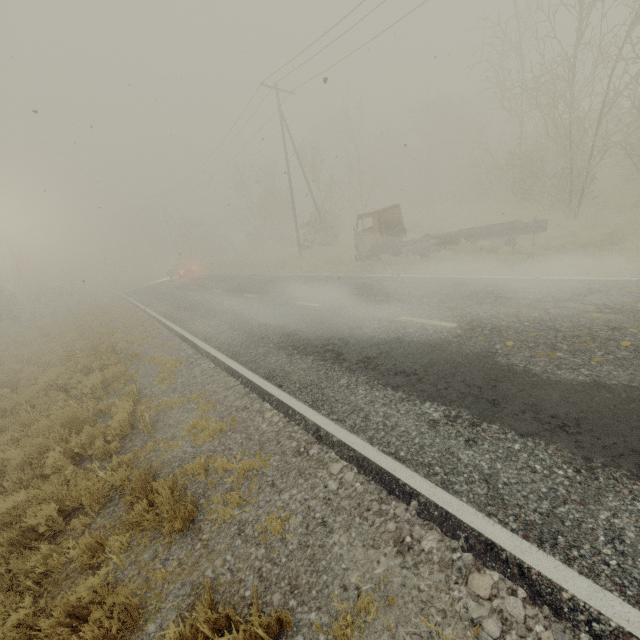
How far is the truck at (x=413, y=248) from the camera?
12.48m

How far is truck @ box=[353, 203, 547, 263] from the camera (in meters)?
12.48

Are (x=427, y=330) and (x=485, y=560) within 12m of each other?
yes
